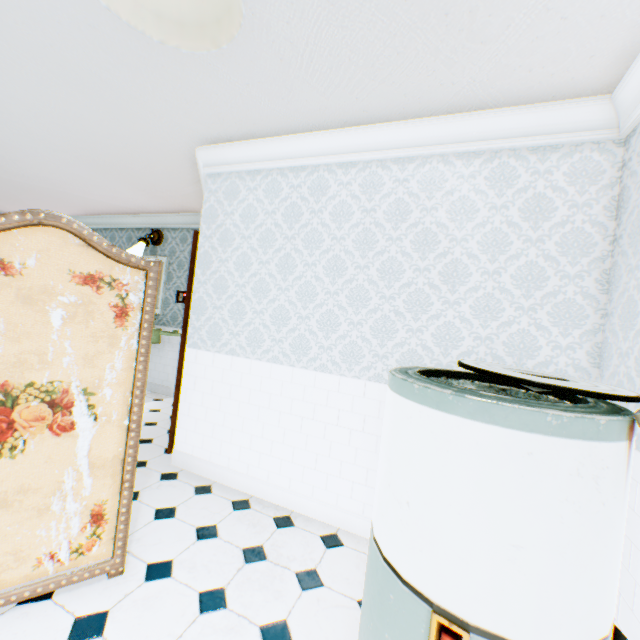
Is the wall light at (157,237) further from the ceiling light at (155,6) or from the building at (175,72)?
the ceiling light at (155,6)

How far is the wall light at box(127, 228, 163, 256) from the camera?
5.5m

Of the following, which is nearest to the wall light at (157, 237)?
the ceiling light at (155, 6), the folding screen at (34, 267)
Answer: the folding screen at (34, 267)

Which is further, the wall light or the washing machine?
the wall light

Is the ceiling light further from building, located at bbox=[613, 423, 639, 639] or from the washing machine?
the washing machine

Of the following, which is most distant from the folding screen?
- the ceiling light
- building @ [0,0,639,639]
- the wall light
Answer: the wall light

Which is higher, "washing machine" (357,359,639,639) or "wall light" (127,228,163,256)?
"wall light" (127,228,163,256)

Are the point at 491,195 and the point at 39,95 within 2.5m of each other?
no
